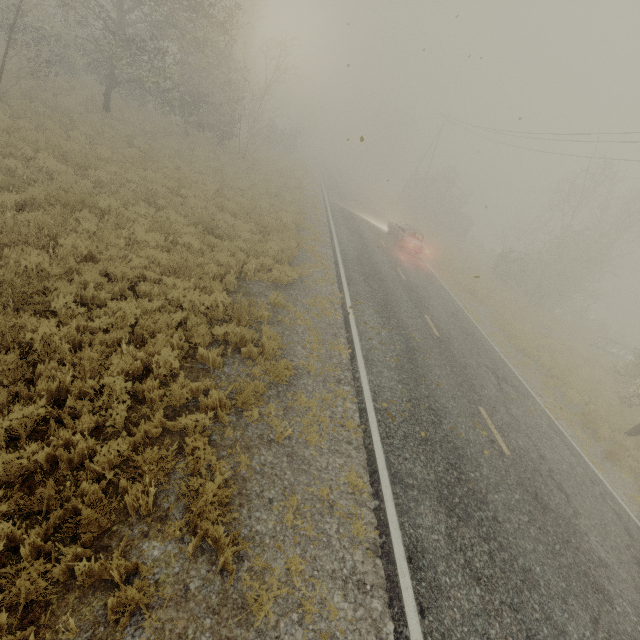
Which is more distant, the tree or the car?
the car

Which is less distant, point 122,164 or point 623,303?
point 122,164

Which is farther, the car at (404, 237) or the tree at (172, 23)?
the car at (404, 237)

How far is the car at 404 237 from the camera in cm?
2123

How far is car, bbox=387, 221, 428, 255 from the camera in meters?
21.2 m

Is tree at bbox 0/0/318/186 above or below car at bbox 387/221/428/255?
above
